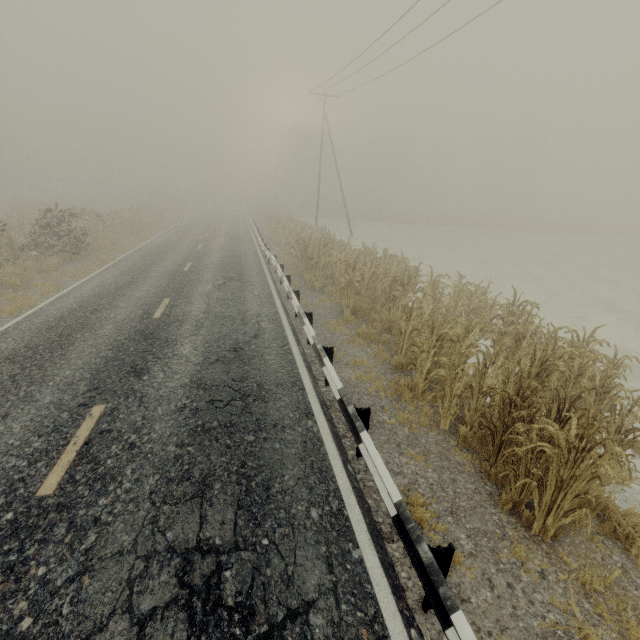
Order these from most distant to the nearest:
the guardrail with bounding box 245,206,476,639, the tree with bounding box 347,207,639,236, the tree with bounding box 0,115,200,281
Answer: the tree with bounding box 347,207,639,236
the tree with bounding box 0,115,200,281
the guardrail with bounding box 245,206,476,639

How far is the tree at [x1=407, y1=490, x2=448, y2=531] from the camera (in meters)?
3.93

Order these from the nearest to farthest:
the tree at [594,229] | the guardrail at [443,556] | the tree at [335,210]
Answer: the guardrail at [443,556]
the tree at [594,229]
the tree at [335,210]

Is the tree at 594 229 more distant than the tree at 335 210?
No

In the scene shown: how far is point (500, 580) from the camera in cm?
347

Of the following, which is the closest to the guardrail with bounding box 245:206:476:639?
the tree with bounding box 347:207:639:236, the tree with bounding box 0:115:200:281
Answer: the tree with bounding box 0:115:200:281
